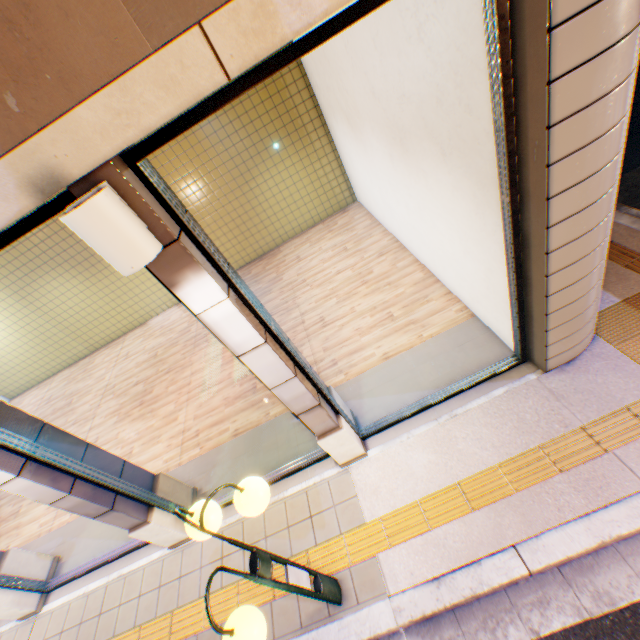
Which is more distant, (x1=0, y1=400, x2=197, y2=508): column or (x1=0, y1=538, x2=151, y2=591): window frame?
(x1=0, y1=538, x2=151, y2=591): window frame

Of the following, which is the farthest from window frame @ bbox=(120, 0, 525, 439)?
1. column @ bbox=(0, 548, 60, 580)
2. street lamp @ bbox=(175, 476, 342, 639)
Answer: column @ bbox=(0, 548, 60, 580)

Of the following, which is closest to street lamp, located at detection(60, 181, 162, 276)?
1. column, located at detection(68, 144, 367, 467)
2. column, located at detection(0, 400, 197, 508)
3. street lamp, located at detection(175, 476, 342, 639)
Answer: column, located at detection(68, 144, 367, 467)

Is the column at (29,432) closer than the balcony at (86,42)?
No

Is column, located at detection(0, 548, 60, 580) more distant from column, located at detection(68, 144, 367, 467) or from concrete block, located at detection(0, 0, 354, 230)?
column, located at detection(68, 144, 367, 467)

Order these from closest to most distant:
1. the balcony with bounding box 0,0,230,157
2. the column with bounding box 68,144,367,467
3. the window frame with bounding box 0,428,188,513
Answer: the balcony with bounding box 0,0,230,157, the column with bounding box 68,144,367,467, the window frame with bounding box 0,428,188,513

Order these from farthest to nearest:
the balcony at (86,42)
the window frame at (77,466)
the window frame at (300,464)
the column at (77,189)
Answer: the window frame at (300,464), the window frame at (77,466), the column at (77,189), the balcony at (86,42)

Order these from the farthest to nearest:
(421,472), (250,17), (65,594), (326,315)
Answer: (326,315) → (65,594) → (421,472) → (250,17)
